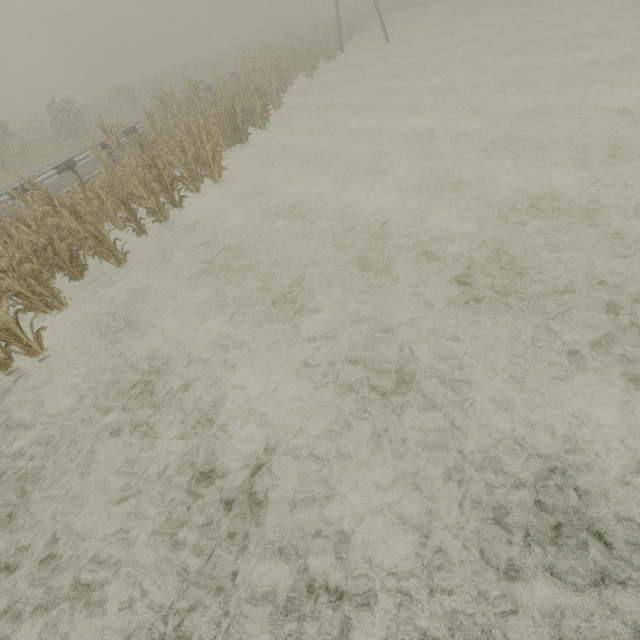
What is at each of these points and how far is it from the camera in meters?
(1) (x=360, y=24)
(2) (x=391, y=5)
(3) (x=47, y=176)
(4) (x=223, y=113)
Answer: (1) tree, 33.8 m
(2) tree, 42.3 m
(3) guardrail, 11.7 m
(4) tree, 12.2 m

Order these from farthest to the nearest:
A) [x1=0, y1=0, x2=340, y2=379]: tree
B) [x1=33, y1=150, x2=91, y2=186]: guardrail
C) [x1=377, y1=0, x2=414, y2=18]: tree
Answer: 1. [x1=377, y1=0, x2=414, y2=18]: tree
2. [x1=33, y1=150, x2=91, y2=186]: guardrail
3. [x1=0, y1=0, x2=340, y2=379]: tree

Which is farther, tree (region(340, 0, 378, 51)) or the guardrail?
tree (region(340, 0, 378, 51))

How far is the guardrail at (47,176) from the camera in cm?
1167

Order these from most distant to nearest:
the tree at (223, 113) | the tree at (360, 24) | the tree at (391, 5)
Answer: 1. the tree at (391, 5)
2. the tree at (360, 24)
3. the tree at (223, 113)

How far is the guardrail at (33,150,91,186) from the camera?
11.7 meters

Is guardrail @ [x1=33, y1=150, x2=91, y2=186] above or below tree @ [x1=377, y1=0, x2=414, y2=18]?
above
